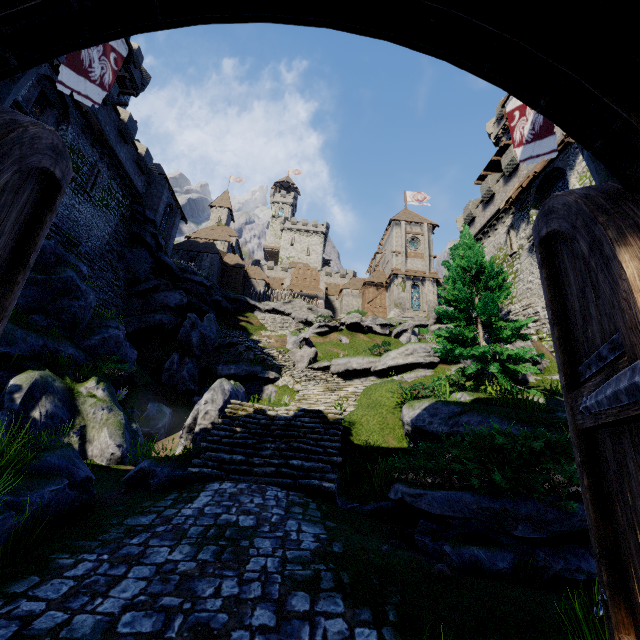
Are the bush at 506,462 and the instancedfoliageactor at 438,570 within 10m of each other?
yes

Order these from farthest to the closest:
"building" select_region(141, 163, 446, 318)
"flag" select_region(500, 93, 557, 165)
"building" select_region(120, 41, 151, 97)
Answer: "building" select_region(141, 163, 446, 318), "building" select_region(120, 41, 151, 97), "flag" select_region(500, 93, 557, 165)

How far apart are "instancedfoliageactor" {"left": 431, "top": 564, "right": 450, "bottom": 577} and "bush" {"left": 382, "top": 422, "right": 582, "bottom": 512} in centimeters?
149cm

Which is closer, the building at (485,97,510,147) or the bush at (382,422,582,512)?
the bush at (382,422,582,512)

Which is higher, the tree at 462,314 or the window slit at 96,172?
the window slit at 96,172

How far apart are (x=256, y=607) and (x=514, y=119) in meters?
10.3

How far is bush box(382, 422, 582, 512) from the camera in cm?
459

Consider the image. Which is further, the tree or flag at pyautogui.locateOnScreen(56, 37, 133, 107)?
the tree
